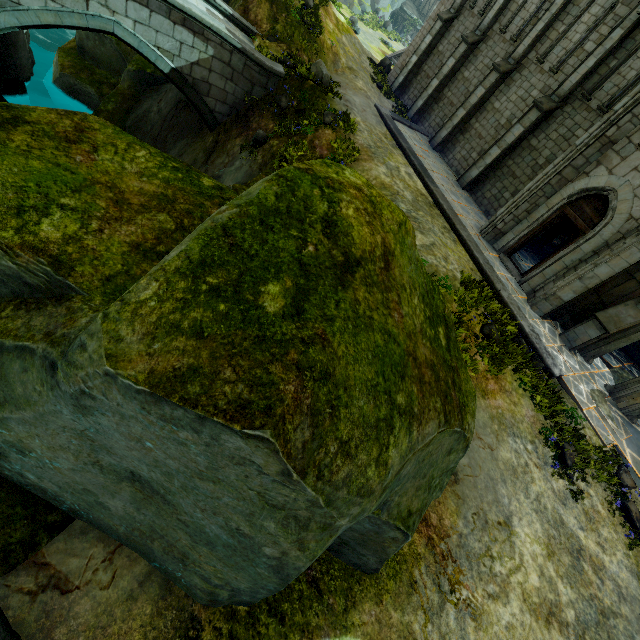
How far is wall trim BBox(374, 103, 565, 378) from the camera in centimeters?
1032cm

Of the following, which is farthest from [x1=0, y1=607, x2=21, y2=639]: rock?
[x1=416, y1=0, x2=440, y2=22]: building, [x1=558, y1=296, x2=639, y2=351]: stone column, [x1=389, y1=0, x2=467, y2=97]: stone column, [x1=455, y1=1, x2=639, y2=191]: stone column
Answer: [x1=416, y1=0, x2=440, y2=22]: building

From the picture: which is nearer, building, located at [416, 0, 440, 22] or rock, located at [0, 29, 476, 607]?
rock, located at [0, 29, 476, 607]

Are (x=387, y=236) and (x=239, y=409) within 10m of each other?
yes

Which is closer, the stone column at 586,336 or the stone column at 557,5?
the stone column at 586,336

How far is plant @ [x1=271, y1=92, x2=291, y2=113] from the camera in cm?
1353

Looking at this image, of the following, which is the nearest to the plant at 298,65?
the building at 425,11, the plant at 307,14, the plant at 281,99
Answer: the plant at 281,99

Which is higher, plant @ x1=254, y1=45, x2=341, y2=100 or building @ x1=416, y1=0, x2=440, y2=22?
building @ x1=416, y1=0, x2=440, y2=22
